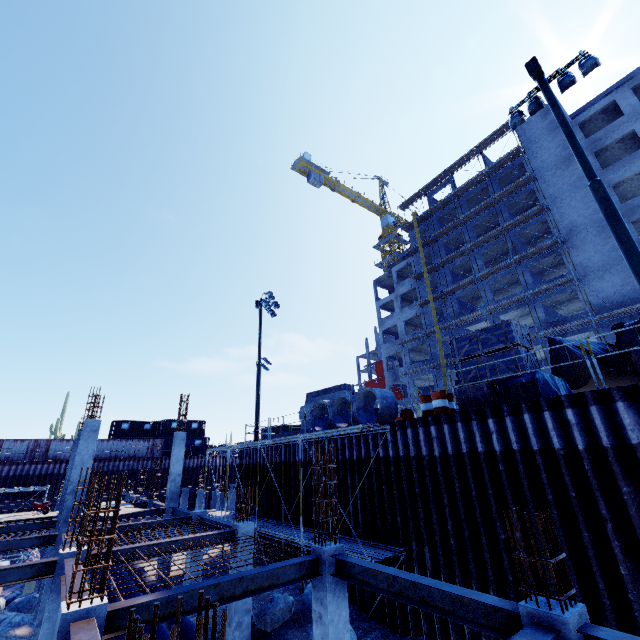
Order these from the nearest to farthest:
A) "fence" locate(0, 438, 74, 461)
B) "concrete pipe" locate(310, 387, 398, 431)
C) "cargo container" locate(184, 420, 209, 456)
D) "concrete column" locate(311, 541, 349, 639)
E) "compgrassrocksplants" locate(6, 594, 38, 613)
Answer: "concrete column" locate(311, 541, 349, 639) → "concrete pipe" locate(310, 387, 398, 431) → "compgrassrocksplants" locate(6, 594, 38, 613) → "fence" locate(0, 438, 74, 461) → "cargo container" locate(184, 420, 209, 456)

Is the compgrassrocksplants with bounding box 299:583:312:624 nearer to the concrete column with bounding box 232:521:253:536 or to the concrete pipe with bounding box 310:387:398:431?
Answer: the concrete column with bounding box 232:521:253:536

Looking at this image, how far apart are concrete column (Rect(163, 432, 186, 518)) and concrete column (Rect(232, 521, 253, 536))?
9.34m

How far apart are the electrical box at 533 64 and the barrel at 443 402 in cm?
1146

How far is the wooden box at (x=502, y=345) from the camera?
10.3 meters

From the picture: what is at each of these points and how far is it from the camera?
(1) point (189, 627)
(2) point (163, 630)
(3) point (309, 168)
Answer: (1) pipe, 10.4 meters
(2) pipe, 8.8 meters
(3) tower crane, 57.6 meters

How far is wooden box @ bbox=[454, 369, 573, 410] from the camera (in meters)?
9.56

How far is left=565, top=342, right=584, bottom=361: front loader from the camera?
11.37m
